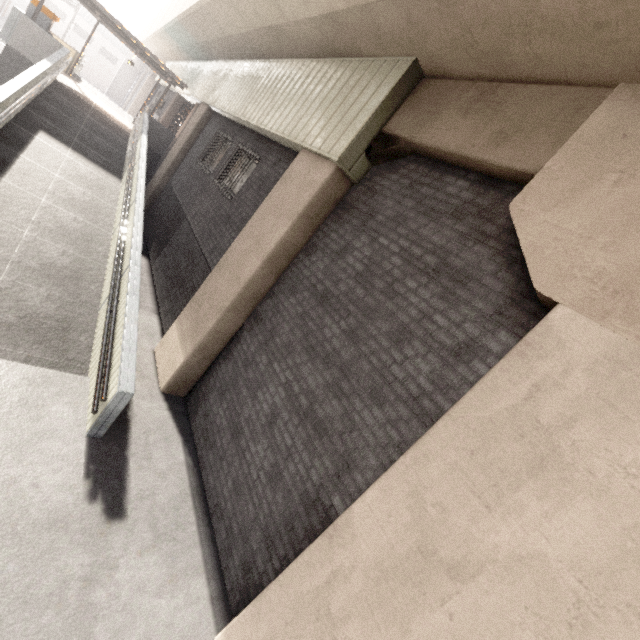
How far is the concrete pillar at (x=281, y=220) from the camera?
5.4m

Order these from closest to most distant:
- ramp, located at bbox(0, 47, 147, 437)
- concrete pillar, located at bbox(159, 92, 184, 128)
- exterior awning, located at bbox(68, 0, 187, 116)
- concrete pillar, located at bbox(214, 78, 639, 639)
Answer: concrete pillar, located at bbox(214, 78, 639, 639), ramp, located at bbox(0, 47, 147, 437), exterior awning, located at bbox(68, 0, 187, 116), concrete pillar, located at bbox(159, 92, 184, 128)

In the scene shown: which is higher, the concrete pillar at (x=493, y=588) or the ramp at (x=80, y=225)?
the concrete pillar at (x=493, y=588)

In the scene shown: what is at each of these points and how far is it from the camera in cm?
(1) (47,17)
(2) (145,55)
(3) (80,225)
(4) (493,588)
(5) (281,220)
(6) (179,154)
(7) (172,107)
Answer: (1) ticket machine, 1211
(2) exterior awning, 1371
(3) ramp, 782
(4) concrete pillar, 227
(5) concrete pillar, 559
(6) concrete pillar, 1256
(7) concrete pillar, 1895

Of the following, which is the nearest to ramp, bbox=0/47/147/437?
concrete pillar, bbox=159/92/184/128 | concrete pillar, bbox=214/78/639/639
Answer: concrete pillar, bbox=214/78/639/639

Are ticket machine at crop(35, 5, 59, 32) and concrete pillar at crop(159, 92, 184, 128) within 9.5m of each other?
yes

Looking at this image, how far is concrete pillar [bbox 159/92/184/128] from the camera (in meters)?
18.88

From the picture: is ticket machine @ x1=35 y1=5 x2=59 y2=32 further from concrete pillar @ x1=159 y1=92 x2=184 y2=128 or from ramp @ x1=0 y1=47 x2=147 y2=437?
concrete pillar @ x1=159 y1=92 x2=184 y2=128
